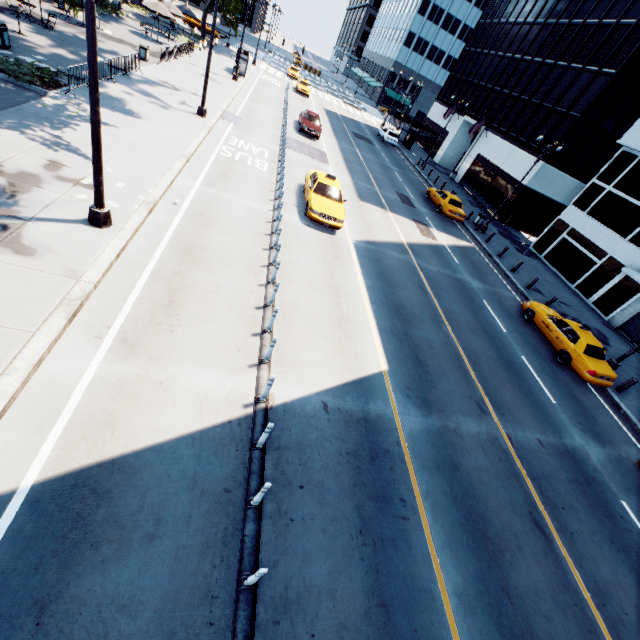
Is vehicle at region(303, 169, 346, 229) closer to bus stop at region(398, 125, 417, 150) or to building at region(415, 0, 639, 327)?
building at region(415, 0, 639, 327)

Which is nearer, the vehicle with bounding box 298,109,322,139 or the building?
the building

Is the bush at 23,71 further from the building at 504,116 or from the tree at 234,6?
the building at 504,116

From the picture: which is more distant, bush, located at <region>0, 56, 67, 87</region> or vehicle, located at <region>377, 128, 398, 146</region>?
vehicle, located at <region>377, 128, 398, 146</region>

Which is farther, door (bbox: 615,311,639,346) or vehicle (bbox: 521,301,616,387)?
door (bbox: 615,311,639,346)

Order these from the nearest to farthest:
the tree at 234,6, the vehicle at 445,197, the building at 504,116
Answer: the building at 504,116 < the vehicle at 445,197 < the tree at 234,6

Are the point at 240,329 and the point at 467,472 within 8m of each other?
yes

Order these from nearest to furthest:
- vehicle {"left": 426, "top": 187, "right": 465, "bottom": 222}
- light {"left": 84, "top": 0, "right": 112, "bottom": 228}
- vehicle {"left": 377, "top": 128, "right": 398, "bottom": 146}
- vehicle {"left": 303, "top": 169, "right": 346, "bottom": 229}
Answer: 1. light {"left": 84, "top": 0, "right": 112, "bottom": 228}
2. vehicle {"left": 303, "top": 169, "right": 346, "bottom": 229}
3. vehicle {"left": 426, "top": 187, "right": 465, "bottom": 222}
4. vehicle {"left": 377, "top": 128, "right": 398, "bottom": 146}
